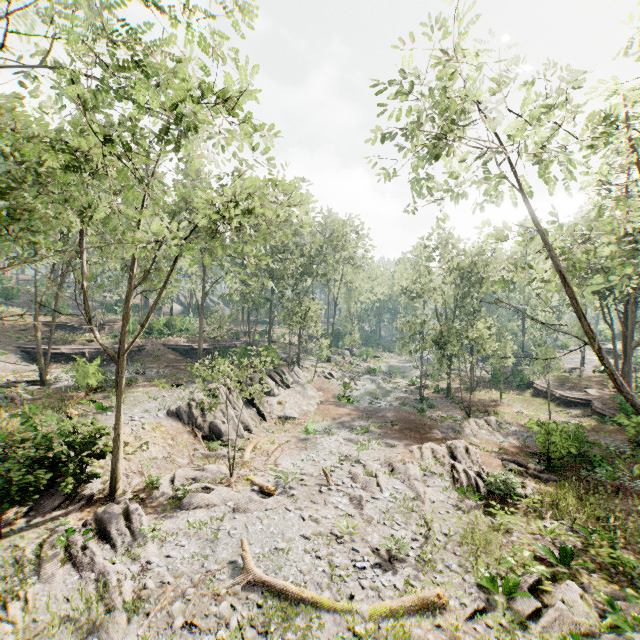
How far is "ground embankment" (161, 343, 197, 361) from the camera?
40.1 meters

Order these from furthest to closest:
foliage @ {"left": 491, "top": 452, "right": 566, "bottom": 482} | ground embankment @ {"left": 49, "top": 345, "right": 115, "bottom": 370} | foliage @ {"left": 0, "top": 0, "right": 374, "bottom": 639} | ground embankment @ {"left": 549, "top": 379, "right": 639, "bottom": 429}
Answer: ground embankment @ {"left": 549, "top": 379, "right": 639, "bottom": 429}
ground embankment @ {"left": 49, "top": 345, "right": 115, "bottom": 370}
foliage @ {"left": 491, "top": 452, "right": 566, "bottom": 482}
foliage @ {"left": 0, "top": 0, "right": 374, "bottom": 639}

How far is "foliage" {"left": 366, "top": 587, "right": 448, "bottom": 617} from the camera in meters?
9.0

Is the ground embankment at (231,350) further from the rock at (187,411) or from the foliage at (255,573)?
the rock at (187,411)

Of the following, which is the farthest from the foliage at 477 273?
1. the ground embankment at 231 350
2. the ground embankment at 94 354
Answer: the ground embankment at 94 354

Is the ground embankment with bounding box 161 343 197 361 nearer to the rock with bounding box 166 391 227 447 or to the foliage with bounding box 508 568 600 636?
the foliage with bounding box 508 568 600 636

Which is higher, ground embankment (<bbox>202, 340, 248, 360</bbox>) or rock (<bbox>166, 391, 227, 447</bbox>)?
ground embankment (<bbox>202, 340, 248, 360</bbox>)

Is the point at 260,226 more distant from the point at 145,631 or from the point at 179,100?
the point at 145,631
